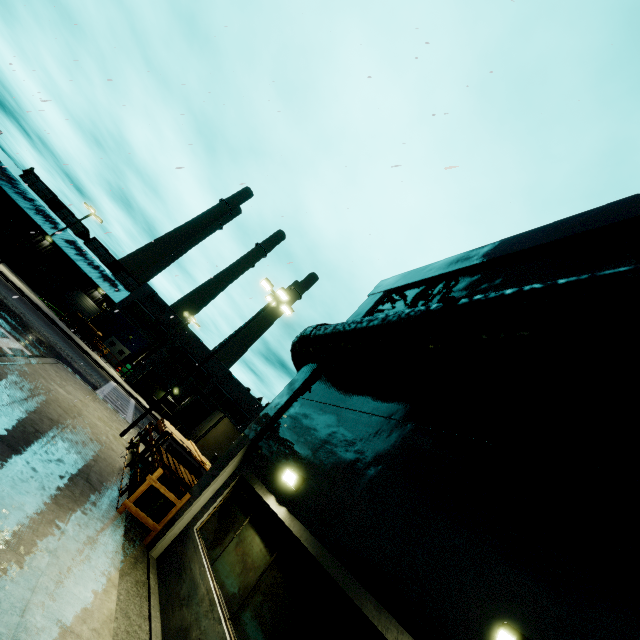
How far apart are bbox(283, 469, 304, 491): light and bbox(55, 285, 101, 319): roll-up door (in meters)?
51.50

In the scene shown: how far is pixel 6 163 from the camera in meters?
46.5

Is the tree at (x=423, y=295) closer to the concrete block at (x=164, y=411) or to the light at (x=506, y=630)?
the light at (x=506, y=630)

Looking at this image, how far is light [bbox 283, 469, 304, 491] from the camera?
6.11m

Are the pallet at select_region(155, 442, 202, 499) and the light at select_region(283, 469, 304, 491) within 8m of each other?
yes

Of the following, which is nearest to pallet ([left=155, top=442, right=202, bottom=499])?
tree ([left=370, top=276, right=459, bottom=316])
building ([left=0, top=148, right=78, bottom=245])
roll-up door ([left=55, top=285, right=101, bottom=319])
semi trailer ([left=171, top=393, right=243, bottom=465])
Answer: building ([left=0, top=148, right=78, bottom=245])

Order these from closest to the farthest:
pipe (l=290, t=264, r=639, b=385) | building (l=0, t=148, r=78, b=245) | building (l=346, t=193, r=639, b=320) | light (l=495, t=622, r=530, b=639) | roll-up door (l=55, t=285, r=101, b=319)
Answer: light (l=495, t=622, r=530, b=639) → pipe (l=290, t=264, r=639, b=385) → building (l=346, t=193, r=639, b=320) → building (l=0, t=148, r=78, b=245) → roll-up door (l=55, t=285, r=101, b=319)

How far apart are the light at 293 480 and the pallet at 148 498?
4.87m
